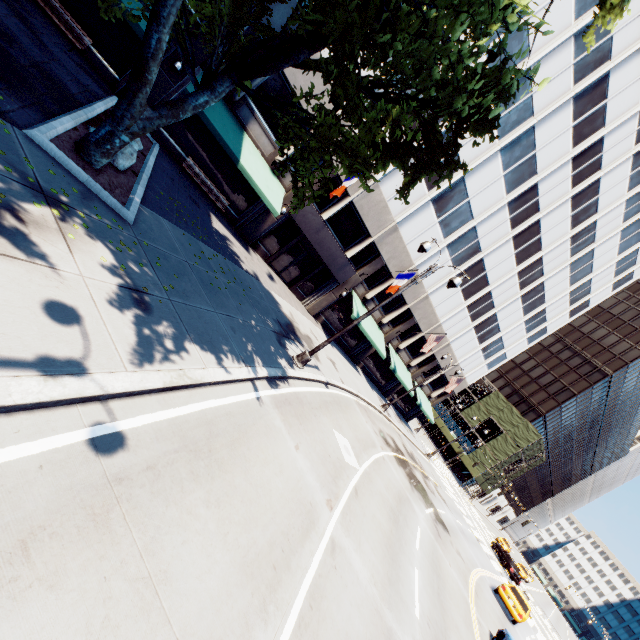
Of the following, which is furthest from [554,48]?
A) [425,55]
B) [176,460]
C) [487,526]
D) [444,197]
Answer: [487,526]

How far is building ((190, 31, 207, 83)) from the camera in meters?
14.0 m

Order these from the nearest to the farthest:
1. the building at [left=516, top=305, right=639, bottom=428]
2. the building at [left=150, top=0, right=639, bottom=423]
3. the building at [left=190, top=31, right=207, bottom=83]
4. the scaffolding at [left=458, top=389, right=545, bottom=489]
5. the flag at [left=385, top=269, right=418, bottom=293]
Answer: the building at [left=190, top=31, right=207, bottom=83], the building at [left=150, top=0, right=639, bottom=423], the flag at [left=385, top=269, right=418, bottom=293], the scaffolding at [left=458, top=389, right=545, bottom=489], the building at [left=516, top=305, right=639, bottom=428]

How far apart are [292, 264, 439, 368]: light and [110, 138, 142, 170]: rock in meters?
8.5

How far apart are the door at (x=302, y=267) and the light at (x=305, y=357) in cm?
1031

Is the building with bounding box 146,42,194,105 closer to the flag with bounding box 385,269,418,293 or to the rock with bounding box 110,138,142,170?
the flag with bounding box 385,269,418,293

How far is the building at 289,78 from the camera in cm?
1566

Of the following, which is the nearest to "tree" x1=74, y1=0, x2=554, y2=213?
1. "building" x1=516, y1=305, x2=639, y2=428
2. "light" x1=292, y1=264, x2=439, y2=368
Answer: "light" x1=292, y1=264, x2=439, y2=368
